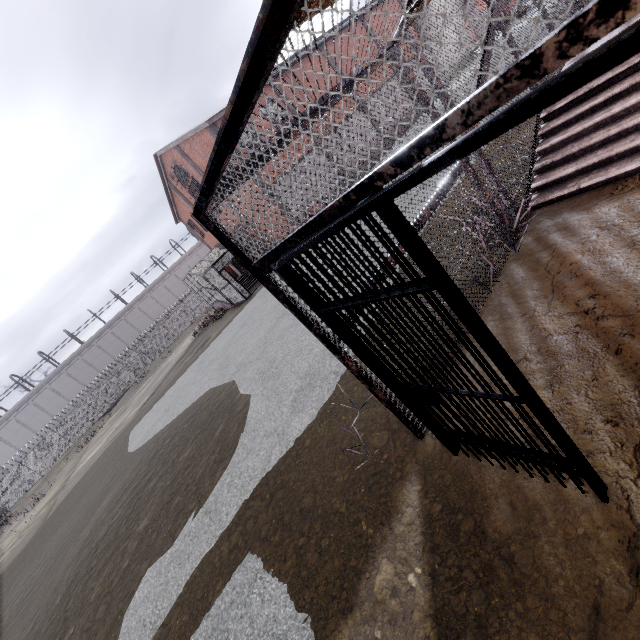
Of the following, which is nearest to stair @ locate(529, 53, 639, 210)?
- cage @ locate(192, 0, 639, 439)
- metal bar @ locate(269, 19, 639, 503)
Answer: cage @ locate(192, 0, 639, 439)

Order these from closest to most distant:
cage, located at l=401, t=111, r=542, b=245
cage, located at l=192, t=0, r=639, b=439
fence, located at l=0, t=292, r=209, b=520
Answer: cage, located at l=192, t=0, r=639, b=439, cage, located at l=401, t=111, r=542, b=245, fence, located at l=0, t=292, r=209, b=520

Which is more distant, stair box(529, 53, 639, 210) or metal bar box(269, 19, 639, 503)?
stair box(529, 53, 639, 210)

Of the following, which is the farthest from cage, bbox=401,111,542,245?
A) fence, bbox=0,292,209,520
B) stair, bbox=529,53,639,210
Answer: fence, bbox=0,292,209,520

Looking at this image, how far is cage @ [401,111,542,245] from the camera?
3.54m

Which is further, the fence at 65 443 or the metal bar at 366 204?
the fence at 65 443

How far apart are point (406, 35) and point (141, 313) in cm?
5332

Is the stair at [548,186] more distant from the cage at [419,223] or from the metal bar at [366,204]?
the metal bar at [366,204]
